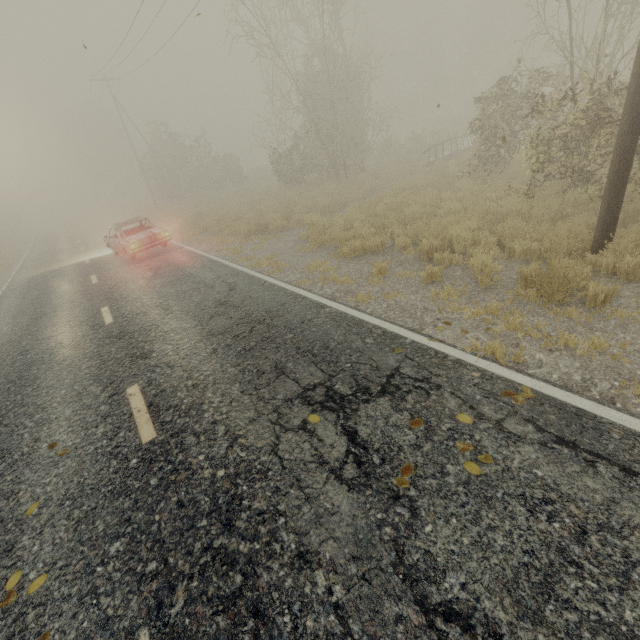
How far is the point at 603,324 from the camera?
4.31m

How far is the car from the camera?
12.59m

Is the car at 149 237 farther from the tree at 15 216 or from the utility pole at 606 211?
the utility pole at 606 211

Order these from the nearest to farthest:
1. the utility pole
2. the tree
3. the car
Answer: the utility pole → the car → the tree

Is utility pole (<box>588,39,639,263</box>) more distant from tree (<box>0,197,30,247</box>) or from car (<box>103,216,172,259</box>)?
tree (<box>0,197,30,247</box>)

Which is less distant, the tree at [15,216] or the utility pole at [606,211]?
the utility pole at [606,211]
